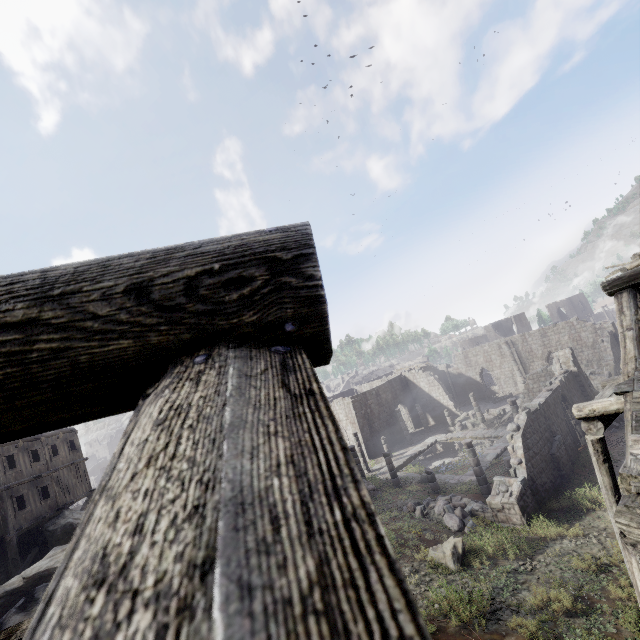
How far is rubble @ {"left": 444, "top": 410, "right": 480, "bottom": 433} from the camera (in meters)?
33.11

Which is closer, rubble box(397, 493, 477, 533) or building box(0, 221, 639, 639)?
building box(0, 221, 639, 639)

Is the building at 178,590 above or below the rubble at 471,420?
above

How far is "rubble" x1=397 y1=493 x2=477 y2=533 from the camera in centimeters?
1476cm

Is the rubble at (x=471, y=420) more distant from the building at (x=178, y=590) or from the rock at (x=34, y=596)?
the rock at (x=34, y=596)

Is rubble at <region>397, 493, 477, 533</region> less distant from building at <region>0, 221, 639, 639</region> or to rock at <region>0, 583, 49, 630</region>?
building at <region>0, 221, 639, 639</region>

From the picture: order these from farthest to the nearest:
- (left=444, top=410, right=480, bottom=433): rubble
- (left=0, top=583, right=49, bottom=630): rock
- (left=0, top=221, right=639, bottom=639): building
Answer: (left=444, top=410, right=480, bottom=433): rubble < (left=0, top=583, right=49, bottom=630): rock < (left=0, top=221, right=639, bottom=639): building

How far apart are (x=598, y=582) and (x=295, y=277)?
14.3 meters
